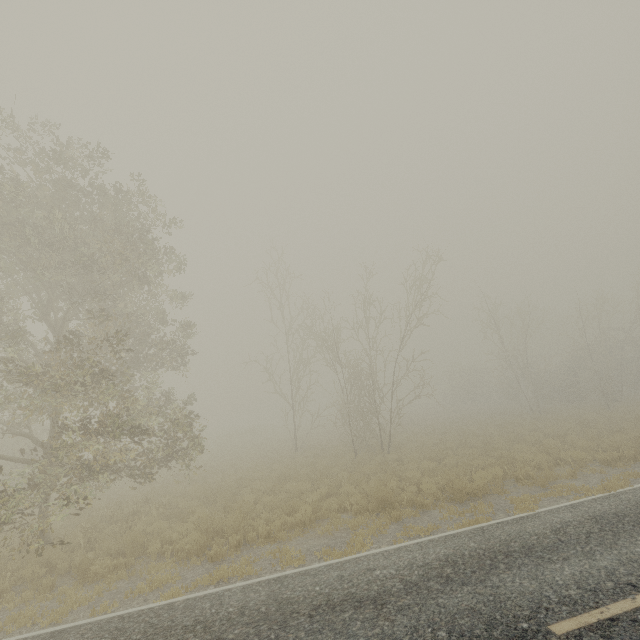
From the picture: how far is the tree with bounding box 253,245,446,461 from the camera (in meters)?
19.61

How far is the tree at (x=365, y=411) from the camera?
19.61m

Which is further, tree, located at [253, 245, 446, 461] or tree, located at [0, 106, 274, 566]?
tree, located at [253, 245, 446, 461]

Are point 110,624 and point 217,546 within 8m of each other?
yes

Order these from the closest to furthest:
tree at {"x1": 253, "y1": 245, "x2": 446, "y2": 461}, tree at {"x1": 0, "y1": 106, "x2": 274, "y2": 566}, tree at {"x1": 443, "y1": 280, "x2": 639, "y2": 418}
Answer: tree at {"x1": 0, "y1": 106, "x2": 274, "y2": 566} → tree at {"x1": 253, "y1": 245, "x2": 446, "y2": 461} → tree at {"x1": 443, "y1": 280, "x2": 639, "y2": 418}

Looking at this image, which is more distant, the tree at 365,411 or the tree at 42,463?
the tree at 365,411

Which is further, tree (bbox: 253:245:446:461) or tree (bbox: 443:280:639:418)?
tree (bbox: 443:280:639:418)
